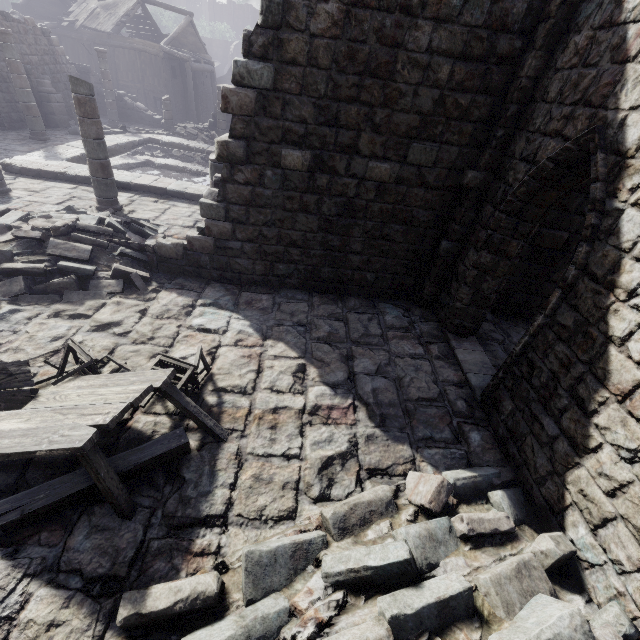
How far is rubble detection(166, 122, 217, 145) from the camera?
20.50m

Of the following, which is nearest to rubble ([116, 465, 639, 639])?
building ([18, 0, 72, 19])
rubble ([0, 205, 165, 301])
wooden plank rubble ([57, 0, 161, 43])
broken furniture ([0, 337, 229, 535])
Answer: building ([18, 0, 72, 19])

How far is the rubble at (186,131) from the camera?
20.5 meters

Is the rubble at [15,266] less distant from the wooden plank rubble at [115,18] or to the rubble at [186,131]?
the rubble at [186,131]

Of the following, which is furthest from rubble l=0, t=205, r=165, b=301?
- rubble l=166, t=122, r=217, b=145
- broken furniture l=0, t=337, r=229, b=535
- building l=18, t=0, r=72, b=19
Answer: rubble l=166, t=122, r=217, b=145

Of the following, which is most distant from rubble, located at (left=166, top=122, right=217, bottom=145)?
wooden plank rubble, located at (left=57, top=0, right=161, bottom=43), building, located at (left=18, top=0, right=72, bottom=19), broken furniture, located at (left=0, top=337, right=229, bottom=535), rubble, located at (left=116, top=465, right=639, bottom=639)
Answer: rubble, located at (left=116, top=465, right=639, bottom=639)

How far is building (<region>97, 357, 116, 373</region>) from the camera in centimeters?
520cm

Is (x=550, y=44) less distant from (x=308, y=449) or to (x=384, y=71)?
(x=384, y=71)
